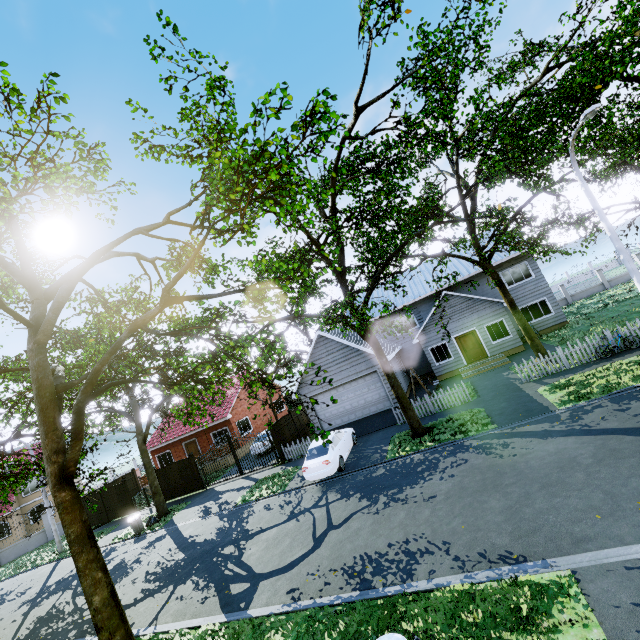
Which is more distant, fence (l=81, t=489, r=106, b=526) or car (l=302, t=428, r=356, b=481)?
fence (l=81, t=489, r=106, b=526)

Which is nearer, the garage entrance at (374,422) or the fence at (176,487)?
the garage entrance at (374,422)

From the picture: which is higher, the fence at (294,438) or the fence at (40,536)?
the fence at (294,438)

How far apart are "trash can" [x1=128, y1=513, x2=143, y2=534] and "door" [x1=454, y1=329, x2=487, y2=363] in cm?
2298

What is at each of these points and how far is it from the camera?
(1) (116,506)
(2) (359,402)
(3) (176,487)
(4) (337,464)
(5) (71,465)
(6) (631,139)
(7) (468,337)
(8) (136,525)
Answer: (1) fence, 24.7m
(2) garage door, 20.3m
(3) fence, 22.8m
(4) car, 14.4m
(5) tree, 7.4m
(6) tree, 14.3m
(7) door, 22.6m
(8) trash can, 18.8m

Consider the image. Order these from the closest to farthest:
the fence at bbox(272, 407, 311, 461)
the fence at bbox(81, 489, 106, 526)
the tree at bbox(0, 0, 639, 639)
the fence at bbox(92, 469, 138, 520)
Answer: the tree at bbox(0, 0, 639, 639), the fence at bbox(272, 407, 311, 461), the fence at bbox(92, 469, 138, 520), the fence at bbox(81, 489, 106, 526)

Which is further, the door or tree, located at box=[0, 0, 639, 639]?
the door

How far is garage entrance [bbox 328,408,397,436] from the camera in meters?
18.3
